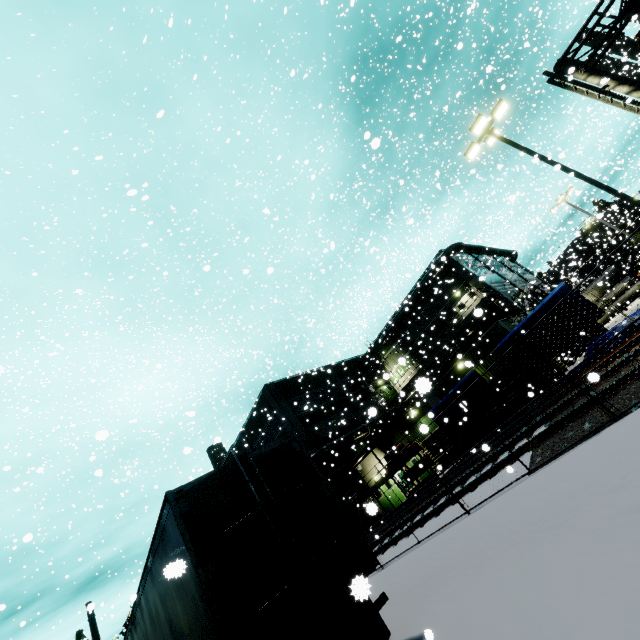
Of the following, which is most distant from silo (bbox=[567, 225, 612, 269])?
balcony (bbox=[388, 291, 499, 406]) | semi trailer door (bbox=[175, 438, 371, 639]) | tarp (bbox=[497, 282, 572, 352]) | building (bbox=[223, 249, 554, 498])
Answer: semi trailer door (bbox=[175, 438, 371, 639])

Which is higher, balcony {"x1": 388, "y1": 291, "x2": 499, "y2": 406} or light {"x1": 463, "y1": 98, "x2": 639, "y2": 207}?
light {"x1": 463, "y1": 98, "x2": 639, "y2": 207}

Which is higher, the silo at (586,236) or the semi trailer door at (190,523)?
the silo at (586,236)

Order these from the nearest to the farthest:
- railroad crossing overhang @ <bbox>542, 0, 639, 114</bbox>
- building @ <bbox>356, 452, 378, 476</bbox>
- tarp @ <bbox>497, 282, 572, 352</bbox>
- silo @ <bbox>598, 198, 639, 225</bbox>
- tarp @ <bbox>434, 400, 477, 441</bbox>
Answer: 1. railroad crossing overhang @ <bbox>542, 0, 639, 114</bbox>
2. tarp @ <bbox>497, 282, 572, 352</bbox>
3. tarp @ <bbox>434, 400, 477, 441</bbox>
4. building @ <bbox>356, 452, 378, 476</bbox>
5. silo @ <bbox>598, 198, 639, 225</bbox>

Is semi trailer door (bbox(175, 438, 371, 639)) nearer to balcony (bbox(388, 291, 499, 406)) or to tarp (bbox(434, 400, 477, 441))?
tarp (bbox(434, 400, 477, 441))

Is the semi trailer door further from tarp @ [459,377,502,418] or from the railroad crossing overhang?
the railroad crossing overhang

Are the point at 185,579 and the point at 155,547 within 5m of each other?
yes

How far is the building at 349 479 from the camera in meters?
26.5
